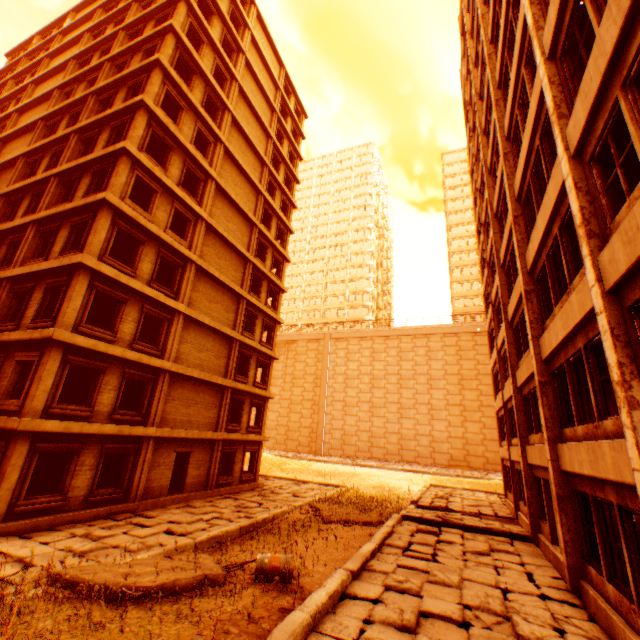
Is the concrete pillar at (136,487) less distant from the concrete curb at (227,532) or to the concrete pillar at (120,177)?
the concrete curb at (227,532)

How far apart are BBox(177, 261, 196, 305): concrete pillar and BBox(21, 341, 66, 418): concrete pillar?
5.6m

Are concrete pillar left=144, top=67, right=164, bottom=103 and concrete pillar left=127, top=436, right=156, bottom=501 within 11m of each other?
no

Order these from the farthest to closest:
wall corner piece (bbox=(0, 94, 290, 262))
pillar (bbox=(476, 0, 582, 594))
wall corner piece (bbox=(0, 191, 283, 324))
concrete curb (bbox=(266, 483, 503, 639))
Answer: wall corner piece (bbox=(0, 94, 290, 262)) < wall corner piece (bbox=(0, 191, 283, 324)) < pillar (bbox=(476, 0, 582, 594)) < concrete curb (bbox=(266, 483, 503, 639))

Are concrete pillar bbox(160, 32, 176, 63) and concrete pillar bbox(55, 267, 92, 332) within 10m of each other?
no

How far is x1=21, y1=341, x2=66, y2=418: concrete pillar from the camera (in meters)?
11.01

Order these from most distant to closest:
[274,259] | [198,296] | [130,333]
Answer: [274,259], [198,296], [130,333]

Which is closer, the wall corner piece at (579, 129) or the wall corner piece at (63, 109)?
the wall corner piece at (579, 129)
